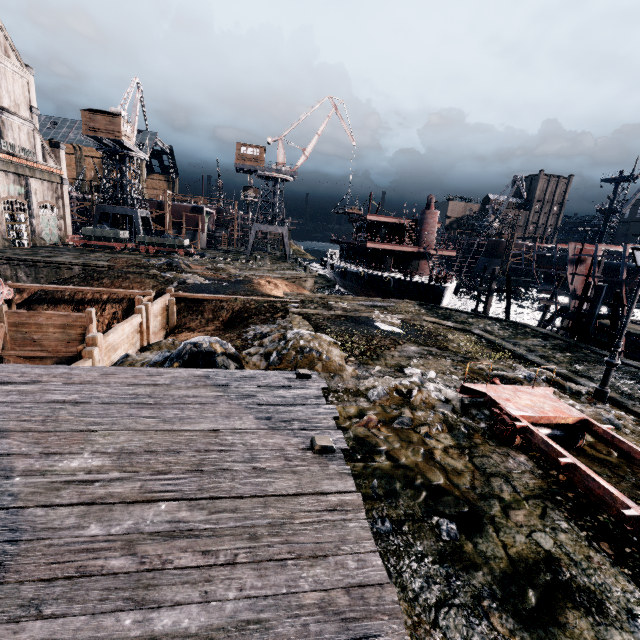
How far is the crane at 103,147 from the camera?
47.4 meters

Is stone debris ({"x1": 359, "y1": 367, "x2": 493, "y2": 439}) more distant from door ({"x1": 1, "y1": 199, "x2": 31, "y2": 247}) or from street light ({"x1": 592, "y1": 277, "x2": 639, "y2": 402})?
door ({"x1": 1, "y1": 199, "x2": 31, "y2": 247})

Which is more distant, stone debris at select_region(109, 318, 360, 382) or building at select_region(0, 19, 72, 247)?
building at select_region(0, 19, 72, 247)

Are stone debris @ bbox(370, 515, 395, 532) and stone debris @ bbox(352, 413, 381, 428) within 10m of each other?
yes

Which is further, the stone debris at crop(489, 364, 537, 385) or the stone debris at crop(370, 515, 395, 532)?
the stone debris at crop(489, 364, 537, 385)

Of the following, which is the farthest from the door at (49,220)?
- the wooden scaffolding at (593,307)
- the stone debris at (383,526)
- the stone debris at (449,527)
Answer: the wooden scaffolding at (593,307)

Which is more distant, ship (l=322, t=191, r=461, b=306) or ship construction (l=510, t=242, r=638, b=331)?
ship (l=322, t=191, r=461, b=306)

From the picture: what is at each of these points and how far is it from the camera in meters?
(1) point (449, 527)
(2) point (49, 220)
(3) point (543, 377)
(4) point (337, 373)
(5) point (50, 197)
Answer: (1) stone debris, 5.7
(2) door, 42.8
(3) stone debris, 13.0
(4) stone debris, 11.8
(5) building, 42.8
